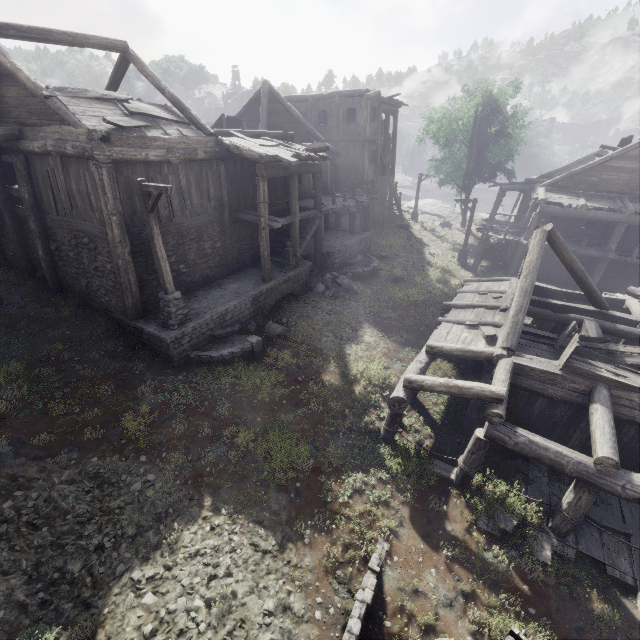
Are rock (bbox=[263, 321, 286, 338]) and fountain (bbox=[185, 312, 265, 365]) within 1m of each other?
yes

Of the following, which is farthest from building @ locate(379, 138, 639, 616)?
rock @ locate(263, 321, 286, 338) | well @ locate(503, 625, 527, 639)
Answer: well @ locate(503, 625, 527, 639)

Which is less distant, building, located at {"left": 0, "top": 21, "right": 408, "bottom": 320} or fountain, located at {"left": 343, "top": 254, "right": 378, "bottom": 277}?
building, located at {"left": 0, "top": 21, "right": 408, "bottom": 320}

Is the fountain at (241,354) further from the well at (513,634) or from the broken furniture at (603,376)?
the broken furniture at (603,376)

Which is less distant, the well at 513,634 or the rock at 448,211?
the well at 513,634

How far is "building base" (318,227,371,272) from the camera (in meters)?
18.98

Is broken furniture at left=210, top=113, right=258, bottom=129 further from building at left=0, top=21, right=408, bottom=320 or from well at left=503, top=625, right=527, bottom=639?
well at left=503, top=625, right=527, bottom=639

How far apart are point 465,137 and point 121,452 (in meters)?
35.87
